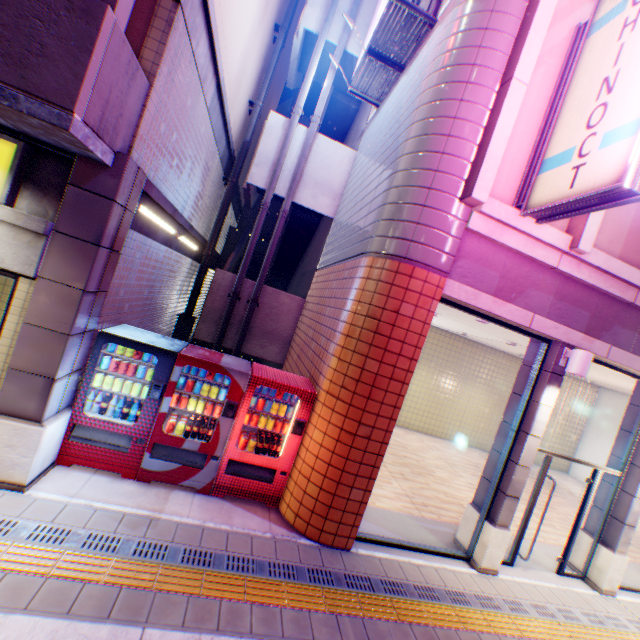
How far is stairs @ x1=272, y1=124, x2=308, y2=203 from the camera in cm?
909

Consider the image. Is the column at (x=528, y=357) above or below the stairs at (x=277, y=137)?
below

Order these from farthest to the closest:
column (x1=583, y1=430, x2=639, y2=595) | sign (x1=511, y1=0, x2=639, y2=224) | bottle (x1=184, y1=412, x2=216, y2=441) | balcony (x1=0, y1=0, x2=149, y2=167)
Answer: column (x1=583, y1=430, x2=639, y2=595) < bottle (x1=184, y1=412, x2=216, y2=441) < sign (x1=511, y1=0, x2=639, y2=224) < balcony (x1=0, y1=0, x2=149, y2=167)

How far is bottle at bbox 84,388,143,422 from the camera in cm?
480

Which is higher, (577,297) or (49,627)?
(577,297)

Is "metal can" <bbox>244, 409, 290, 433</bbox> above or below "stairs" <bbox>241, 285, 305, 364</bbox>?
below

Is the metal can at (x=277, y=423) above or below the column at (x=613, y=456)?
below

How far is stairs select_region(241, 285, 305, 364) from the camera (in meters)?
9.31
